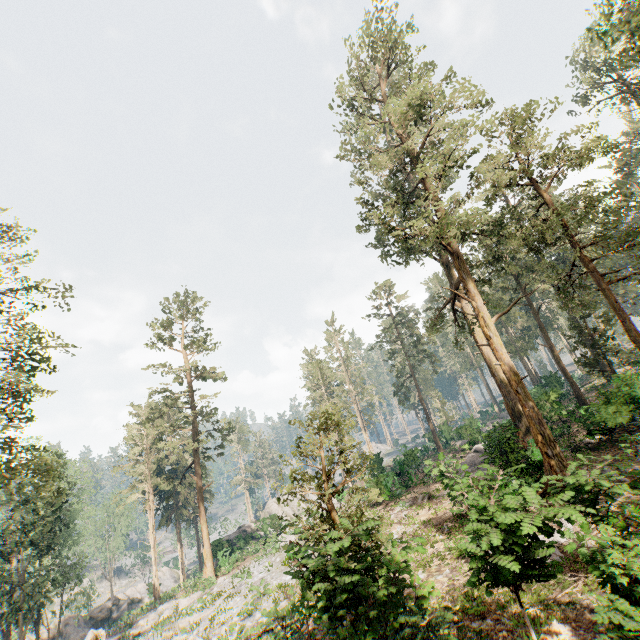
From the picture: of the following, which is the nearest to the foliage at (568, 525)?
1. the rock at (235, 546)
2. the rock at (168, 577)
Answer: the rock at (168, 577)

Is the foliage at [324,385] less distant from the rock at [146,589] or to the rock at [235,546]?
the rock at [146,589]

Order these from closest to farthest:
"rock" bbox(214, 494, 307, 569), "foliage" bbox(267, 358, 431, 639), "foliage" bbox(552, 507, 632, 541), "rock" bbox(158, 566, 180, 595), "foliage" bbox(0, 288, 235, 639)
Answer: "foliage" bbox(552, 507, 632, 541), "foliage" bbox(267, 358, 431, 639), "foliage" bbox(0, 288, 235, 639), "rock" bbox(214, 494, 307, 569), "rock" bbox(158, 566, 180, 595)

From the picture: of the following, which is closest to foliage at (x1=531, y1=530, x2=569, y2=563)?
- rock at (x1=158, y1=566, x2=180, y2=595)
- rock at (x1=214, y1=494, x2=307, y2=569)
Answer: rock at (x1=158, y1=566, x2=180, y2=595)

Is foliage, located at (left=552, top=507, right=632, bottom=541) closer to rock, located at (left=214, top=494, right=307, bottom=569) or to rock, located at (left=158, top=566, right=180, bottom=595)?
rock, located at (left=158, top=566, right=180, bottom=595)

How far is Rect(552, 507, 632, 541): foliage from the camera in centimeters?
504cm

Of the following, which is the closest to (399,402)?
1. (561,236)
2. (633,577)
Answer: (561,236)
